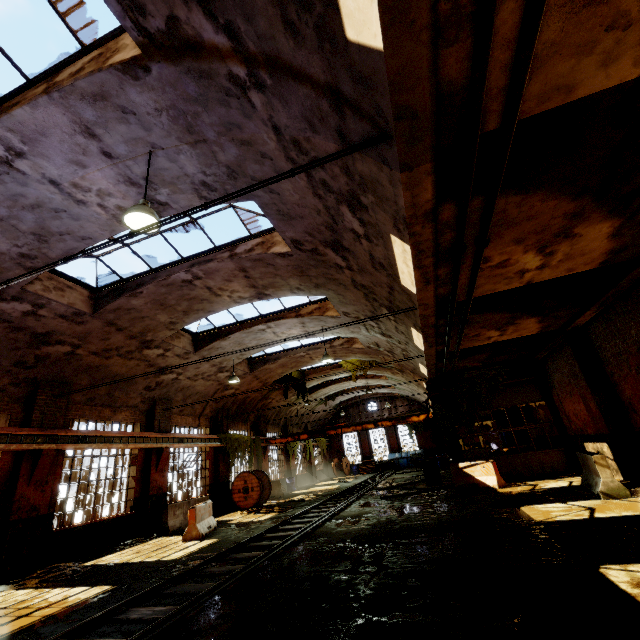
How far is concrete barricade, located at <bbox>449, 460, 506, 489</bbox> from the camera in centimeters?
1283cm

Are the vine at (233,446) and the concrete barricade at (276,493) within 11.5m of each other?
yes

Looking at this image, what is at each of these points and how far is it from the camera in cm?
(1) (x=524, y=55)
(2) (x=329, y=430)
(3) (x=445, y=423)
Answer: (1) pipe, 282
(2) overhead crane, 2211
(3) vine, 1612

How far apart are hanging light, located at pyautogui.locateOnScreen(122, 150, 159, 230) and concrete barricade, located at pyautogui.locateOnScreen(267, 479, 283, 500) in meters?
18.3 m

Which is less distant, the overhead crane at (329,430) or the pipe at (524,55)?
→ the pipe at (524,55)

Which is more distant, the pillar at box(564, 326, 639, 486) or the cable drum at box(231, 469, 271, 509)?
the cable drum at box(231, 469, 271, 509)

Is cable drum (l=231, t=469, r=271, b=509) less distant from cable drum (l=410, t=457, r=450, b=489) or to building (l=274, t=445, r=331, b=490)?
building (l=274, t=445, r=331, b=490)

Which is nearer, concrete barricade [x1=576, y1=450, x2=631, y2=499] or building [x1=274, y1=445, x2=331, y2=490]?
concrete barricade [x1=576, y1=450, x2=631, y2=499]
